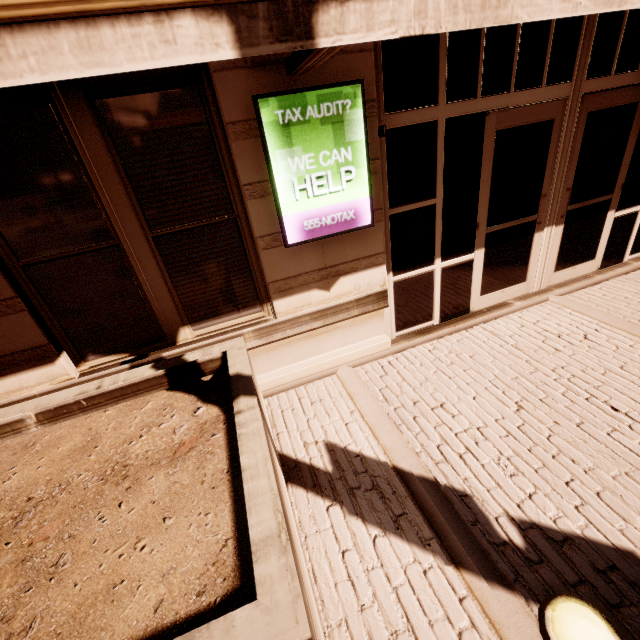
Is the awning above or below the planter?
above

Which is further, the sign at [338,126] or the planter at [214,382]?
the sign at [338,126]

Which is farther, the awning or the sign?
the sign

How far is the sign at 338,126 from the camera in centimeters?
277cm

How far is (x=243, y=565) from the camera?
1.7 meters

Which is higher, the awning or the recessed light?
the awning

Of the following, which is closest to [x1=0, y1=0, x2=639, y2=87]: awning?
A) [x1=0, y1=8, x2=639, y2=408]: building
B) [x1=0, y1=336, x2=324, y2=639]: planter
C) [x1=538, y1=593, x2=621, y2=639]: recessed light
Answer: [x1=0, y1=8, x2=639, y2=408]: building

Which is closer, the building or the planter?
the planter
